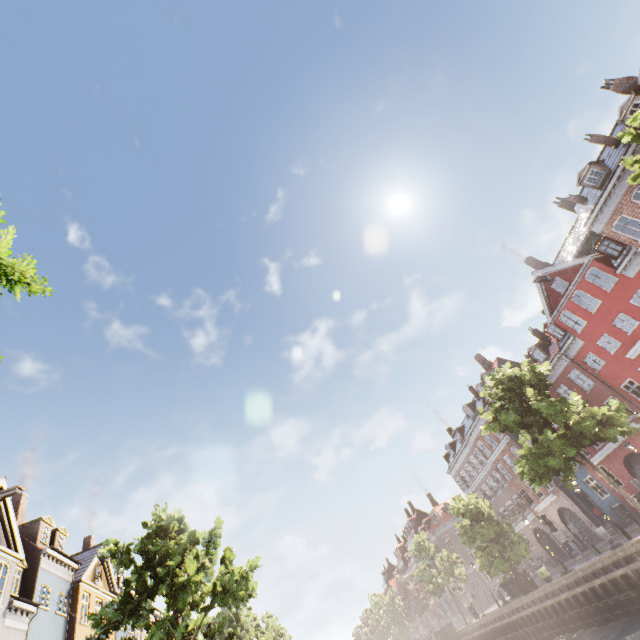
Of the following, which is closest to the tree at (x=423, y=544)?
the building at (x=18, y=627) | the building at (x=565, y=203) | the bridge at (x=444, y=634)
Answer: the bridge at (x=444, y=634)

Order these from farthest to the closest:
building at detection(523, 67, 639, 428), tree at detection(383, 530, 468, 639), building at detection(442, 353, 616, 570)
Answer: tree at detection(383, 530, 468, 639) → building at detection(442, 353, 616, 570) → building at detection(523, 67, 639, 428)

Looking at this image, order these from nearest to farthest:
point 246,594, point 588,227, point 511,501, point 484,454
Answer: point 246,594, point 588,227, point 511,501, point 484,454

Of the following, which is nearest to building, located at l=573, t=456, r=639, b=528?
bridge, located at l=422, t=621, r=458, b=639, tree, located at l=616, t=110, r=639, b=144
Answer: tree, located at l=616, t=110, r=639, b=144

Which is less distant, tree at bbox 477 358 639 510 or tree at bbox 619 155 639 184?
tree at bbox 619 155 639 184

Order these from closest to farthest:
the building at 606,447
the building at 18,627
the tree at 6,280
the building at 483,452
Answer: the tree at 6,280 < the building at 18,627 < the building at 606,447 < the building at 483,452

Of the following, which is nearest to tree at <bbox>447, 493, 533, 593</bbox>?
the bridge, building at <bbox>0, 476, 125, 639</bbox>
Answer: the bridge
